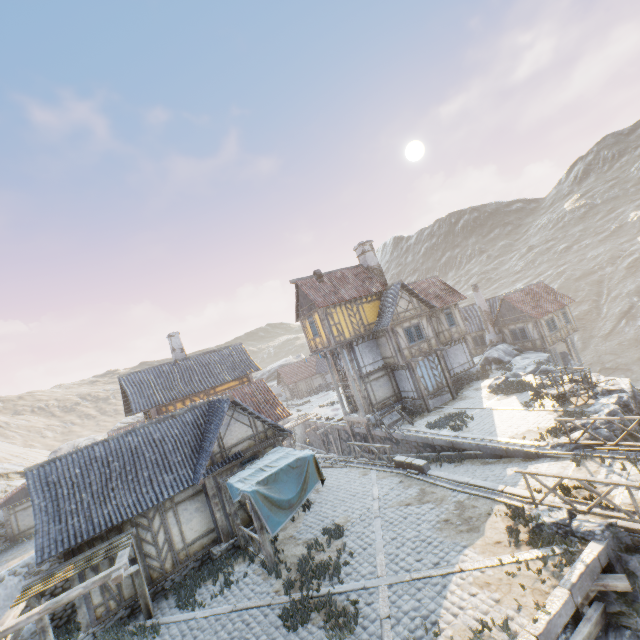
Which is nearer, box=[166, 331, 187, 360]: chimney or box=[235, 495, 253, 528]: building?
box=[235, 495, 253, 528]: building

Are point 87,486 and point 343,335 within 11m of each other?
no

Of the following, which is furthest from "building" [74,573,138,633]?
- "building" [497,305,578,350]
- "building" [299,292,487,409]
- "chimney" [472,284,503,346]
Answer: "building" [497,305,578,350]

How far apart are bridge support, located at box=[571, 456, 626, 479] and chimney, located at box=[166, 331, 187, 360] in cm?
2553

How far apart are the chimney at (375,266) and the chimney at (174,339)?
16.9 meters

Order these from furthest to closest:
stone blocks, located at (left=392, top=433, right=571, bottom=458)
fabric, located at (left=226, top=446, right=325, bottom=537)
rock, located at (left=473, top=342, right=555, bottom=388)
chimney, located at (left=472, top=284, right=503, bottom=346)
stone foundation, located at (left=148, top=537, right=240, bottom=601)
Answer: chimney, located at (left=472, top=284, right=503, bottom=346) → rock, located at (left=473, top=342, right=555, bottom=388) → stone blocks, located at (left=392, top=433, right=571, bottom=458) → stone foundation, located at (left=148, top=537, right=240, bottom=601) → fabric, located at (left=226, top=446, right=325, bottom=537)

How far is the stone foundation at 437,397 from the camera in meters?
24.4

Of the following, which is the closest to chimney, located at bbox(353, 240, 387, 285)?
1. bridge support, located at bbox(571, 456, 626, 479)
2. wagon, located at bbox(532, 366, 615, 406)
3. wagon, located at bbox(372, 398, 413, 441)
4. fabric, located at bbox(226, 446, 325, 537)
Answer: wagon, located at bbox(372, 398, 413, 441)
